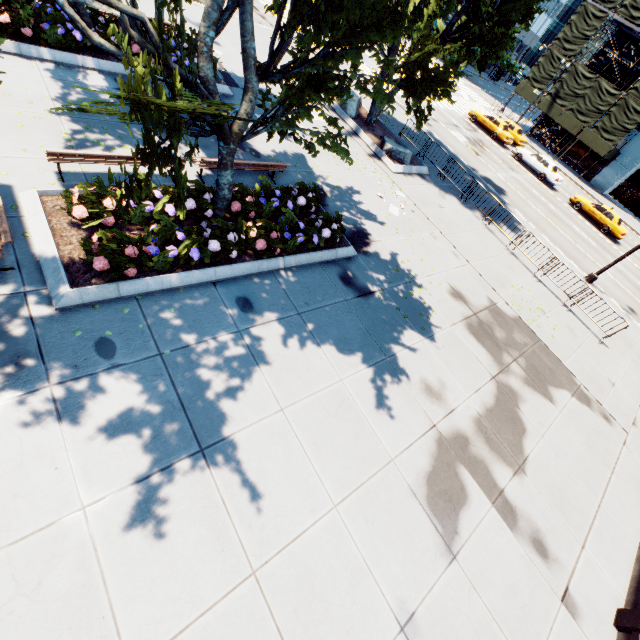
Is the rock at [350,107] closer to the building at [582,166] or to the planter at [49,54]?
the planter at [49,54]

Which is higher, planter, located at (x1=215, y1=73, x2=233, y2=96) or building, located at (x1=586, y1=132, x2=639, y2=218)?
building, located at (x1=586, y1=132, x2=639, y2=218)

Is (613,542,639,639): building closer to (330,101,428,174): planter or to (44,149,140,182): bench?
(44,149,140,182): bench

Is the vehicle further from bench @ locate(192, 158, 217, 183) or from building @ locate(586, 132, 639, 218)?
bench @ locate(192, 158, 217, 183)

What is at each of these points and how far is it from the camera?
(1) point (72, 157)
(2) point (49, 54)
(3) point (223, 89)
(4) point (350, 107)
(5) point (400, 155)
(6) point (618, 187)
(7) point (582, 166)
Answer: (1) bench, 7.3 meters
(2) planter, 10.0 meters
(3) planter, 13.4 meters
(4) rock, 17.6 meters
(5) rock, 16.7 meters
(6) building, 39.5 meters
(7) building, 39.6 meters

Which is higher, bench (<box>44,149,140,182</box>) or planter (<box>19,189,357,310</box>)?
bench (<box>44,149,140,182</box>)

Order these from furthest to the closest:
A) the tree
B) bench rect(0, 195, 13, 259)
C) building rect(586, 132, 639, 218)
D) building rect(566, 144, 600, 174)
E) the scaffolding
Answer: building rect(566, 144, 600, 174) → building rect(586, 132, 639, 218) → the scaffolding → bench rect(0, 195, 13, 259) → the tree

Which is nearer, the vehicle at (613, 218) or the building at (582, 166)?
the vehicle at (613, 218)
